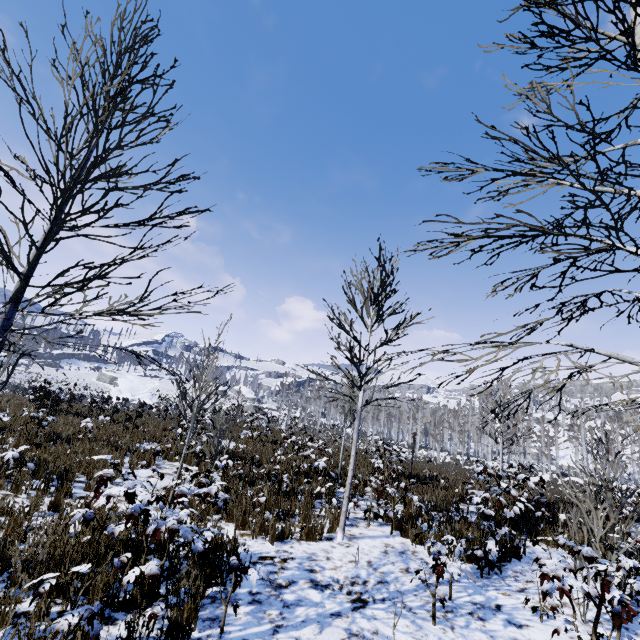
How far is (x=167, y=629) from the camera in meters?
3.2 m

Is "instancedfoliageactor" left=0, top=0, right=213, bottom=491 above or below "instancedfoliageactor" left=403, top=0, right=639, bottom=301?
below

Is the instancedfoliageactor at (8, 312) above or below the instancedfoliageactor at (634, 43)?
below
